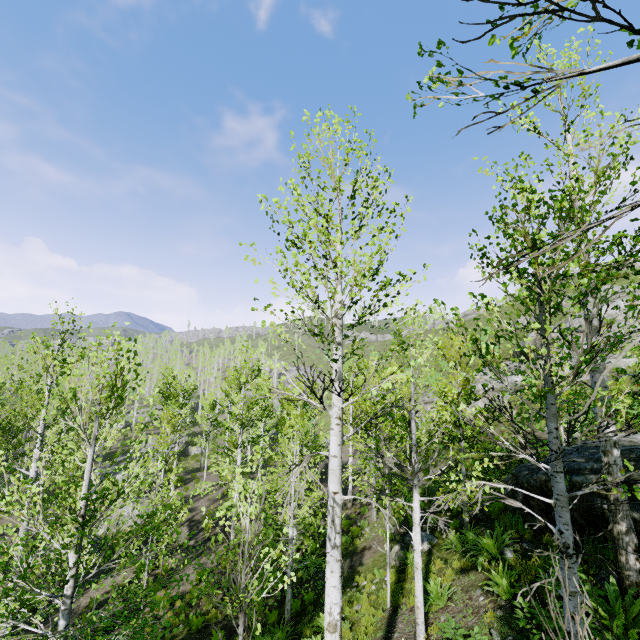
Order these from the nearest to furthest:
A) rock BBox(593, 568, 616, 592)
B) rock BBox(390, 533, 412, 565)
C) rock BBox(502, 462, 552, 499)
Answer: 1. rock BBox(593, 568, 616, 592)
2. rock BBox(502, 462, 552, 499)
3. rock BBox(390, 533, 412, 565)

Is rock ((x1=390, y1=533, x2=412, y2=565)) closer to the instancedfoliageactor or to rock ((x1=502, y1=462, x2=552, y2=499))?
rock ((x1=502, y1=462, x2=552, y2=499))

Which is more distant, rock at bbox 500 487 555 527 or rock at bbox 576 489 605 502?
rock at bbox 500 487 555 527

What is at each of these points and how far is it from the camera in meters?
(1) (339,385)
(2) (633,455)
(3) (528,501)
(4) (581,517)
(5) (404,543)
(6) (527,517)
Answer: (1) instancedfoliageactor, 4.7 m
(2) rock, 7.6 m
(3) rock, 9.2 m
(4) rock, 7.3 m
(5) rock, 12.0 m
(6) rock, 9.4 m

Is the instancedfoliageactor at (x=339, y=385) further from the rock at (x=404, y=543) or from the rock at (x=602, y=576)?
the rock at (x=404, y=543)

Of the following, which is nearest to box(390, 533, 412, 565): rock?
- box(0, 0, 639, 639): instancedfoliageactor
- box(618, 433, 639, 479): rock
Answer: box(618, 433, 639, 479): rock

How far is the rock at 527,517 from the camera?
8.60m
